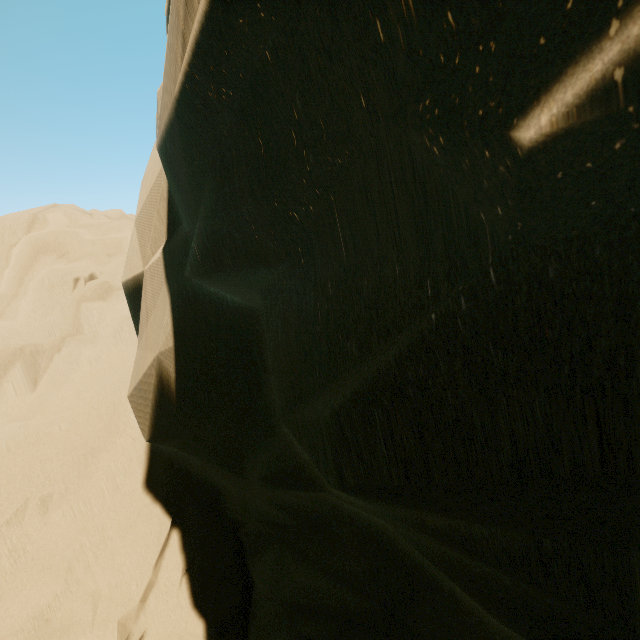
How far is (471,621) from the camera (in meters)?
2.71
